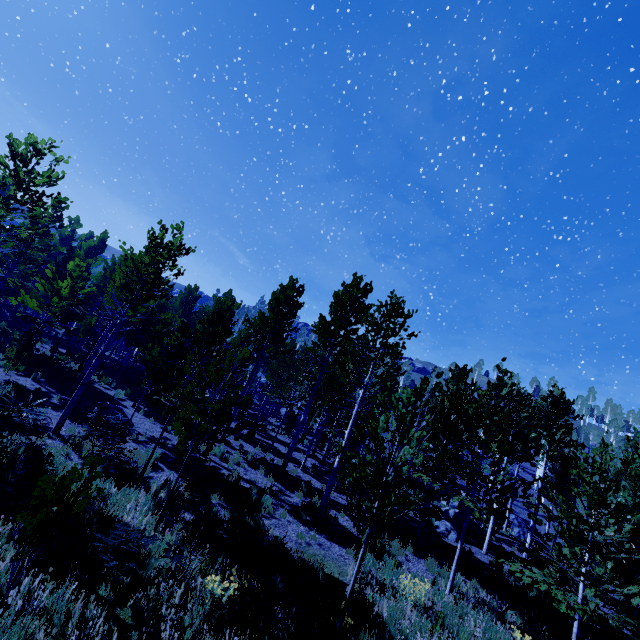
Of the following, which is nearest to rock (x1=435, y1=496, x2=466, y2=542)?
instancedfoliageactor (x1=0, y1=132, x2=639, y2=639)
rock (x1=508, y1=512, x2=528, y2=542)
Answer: instancedfoliageactor (x1=0, y1=132, x2=639, y2=639)

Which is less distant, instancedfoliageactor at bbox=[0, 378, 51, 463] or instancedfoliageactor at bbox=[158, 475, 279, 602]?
instancedfoliageactor at bbox=[158, 475, 279, 602]

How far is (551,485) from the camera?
7.4m

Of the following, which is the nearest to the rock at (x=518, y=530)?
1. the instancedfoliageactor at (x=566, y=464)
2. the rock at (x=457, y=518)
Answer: the instancedfoliageactor at (x=566, y=464)

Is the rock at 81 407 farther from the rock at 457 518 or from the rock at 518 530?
the rock at 518 530

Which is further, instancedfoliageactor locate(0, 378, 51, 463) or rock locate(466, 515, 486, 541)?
rock locate(466, 515, 486, 541)

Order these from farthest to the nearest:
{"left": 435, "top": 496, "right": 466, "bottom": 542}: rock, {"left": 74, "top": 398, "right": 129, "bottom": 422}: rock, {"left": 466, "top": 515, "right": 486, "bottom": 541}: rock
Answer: {"left": 466, "top": 515, "right": 486, "bottom": 541}: rock, {"left": 435, "top": 496, "right": 466, "bottom": 542}: rock, {"left": 74, "top": 398, "right": 129, "bottom": 422}: rock

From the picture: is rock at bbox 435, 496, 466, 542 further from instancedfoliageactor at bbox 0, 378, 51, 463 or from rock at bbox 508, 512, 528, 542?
rock at bbox 508, 512, 528, 542
